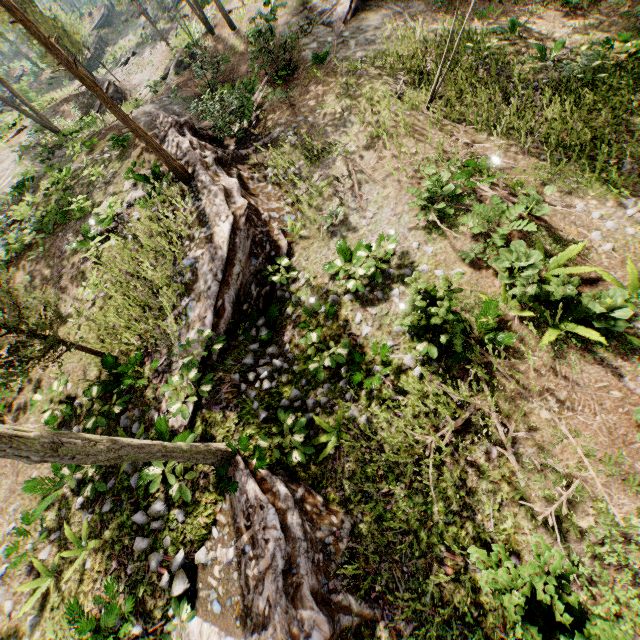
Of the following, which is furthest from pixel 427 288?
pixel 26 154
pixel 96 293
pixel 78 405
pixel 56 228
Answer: pixel 26 154

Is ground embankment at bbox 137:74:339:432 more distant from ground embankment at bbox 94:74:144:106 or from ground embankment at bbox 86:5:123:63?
ground embankment at bbox 86:5:123:63

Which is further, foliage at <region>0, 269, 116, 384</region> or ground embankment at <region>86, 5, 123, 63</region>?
ground embankment at <region>86, 5, 123, 63</region>

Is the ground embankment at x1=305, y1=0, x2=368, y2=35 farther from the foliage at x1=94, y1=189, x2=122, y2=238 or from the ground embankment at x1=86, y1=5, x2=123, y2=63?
the ground embankment at x1=86, y1=5, x2=123, y2=63

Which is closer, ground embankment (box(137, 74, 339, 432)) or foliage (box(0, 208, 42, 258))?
ground embankment (box(137, 74, 339, 432))

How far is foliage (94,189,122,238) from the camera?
11.7m

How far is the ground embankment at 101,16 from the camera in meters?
45.0 m

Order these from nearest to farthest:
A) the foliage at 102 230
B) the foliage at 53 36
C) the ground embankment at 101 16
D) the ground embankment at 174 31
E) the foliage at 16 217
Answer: the foliage at 53 36, the foliage at 102 230, the foliage at 16 217, the ground embankment at 174 31, the ground embankment at 101 16
